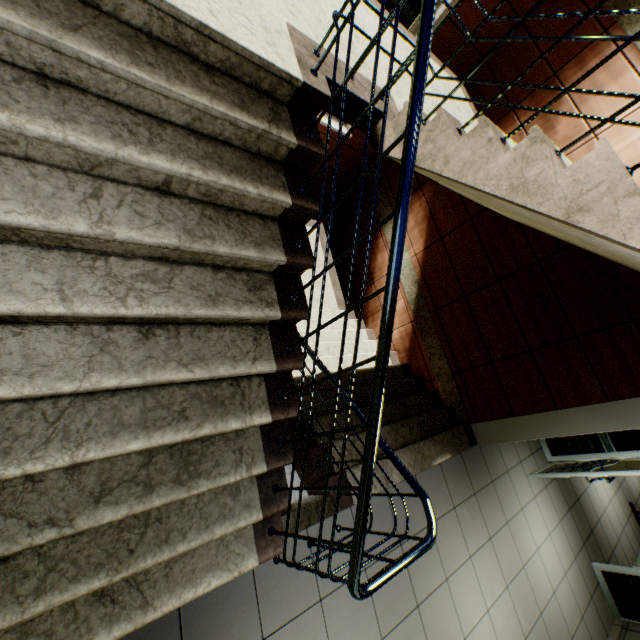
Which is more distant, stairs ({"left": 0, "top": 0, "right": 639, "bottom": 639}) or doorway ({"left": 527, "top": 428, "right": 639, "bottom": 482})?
doorway ({"left": 527, "top": 428, "right": 639, "bottom": 482})

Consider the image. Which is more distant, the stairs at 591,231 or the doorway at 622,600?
the doorway at 622,600

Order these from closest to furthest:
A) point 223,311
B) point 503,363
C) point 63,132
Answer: point 63,132 < point 223,311 < point 503,363
